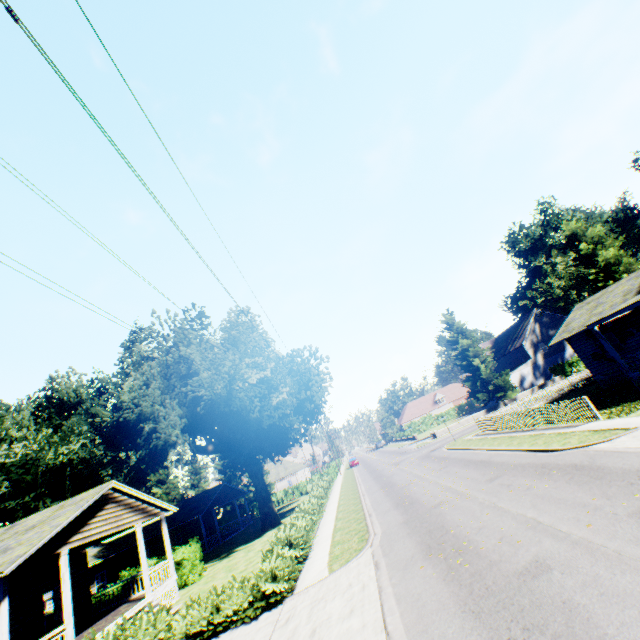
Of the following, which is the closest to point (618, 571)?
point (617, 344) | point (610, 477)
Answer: point (610, 477)

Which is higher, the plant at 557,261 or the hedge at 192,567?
the plant at 557,261

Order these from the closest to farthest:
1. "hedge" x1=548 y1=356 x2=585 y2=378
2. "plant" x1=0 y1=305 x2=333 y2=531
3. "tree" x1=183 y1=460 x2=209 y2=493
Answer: "plant" x1=0 y1=305 x2=333 y2=531, "hedge" x1=548 y1=356 x2=585 y2=378, "tree" x1=183 y1=460 x2=209 y2=493

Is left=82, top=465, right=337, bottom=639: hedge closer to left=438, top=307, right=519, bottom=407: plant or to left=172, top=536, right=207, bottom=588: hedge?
left=438, top=307, right=519, bottom=407: plant

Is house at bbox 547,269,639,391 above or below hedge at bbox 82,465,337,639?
above

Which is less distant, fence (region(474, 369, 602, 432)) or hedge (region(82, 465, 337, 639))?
hedge (region(82, 465, 337, 639))

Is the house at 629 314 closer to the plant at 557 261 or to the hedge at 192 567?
the plant at 557 261

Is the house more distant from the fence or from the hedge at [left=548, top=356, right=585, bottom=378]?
the hedge at [left=548, top=356, right=585, bottom=378]
